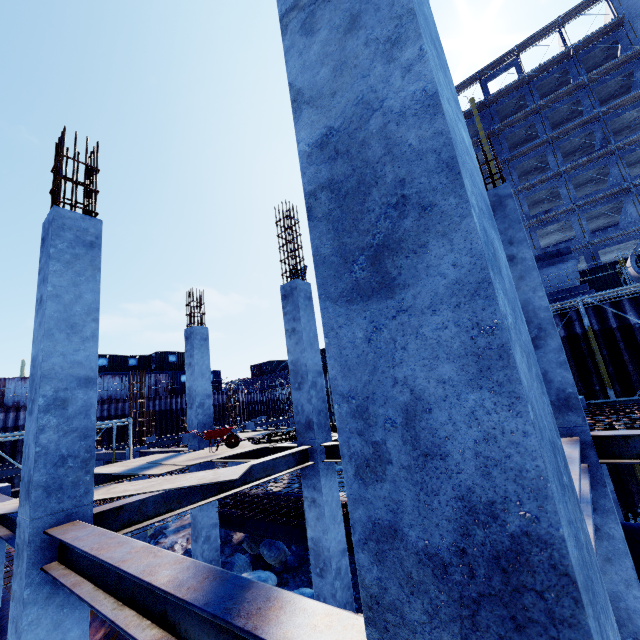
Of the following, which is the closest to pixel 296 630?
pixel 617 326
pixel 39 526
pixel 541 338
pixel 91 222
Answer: pixel 39 526

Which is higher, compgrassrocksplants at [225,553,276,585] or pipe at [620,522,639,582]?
pipe at [620,522,639,582]

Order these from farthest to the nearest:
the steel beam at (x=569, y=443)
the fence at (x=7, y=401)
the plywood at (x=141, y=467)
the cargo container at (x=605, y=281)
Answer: the cargo container at (x=605, y=281)
the fence at (x=7, y=401)
the plywood at (x=141, y=467)
the steel beam at (x=569, y=443)

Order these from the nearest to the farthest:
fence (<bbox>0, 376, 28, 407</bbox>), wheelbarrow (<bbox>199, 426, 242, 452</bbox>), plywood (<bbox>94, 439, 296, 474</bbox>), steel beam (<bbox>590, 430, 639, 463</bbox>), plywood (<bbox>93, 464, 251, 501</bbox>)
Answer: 1. steel beam (<bbox>590, 430, 639, 463</bbox>)
2. plywood (<bbox>93, 464, 251, 501</bbox>)
3. plywood (<bbox>94, 439, 296, 474</bbox>)
4. wheelbarrow (<bbox>199, 426, 242, 452</bbox>)
5. fence (<bbox>0, 376, 28, 407</bbox>)

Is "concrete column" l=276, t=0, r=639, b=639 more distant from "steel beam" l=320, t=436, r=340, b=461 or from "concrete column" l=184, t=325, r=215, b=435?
"concrete column" l=184, t=325, r=215, b=435

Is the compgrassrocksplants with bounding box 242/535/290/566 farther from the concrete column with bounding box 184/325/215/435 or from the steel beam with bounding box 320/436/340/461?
the steel beam with bounding box 320/436/340/461

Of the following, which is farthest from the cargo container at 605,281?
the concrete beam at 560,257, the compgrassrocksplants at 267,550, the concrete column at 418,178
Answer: the concrete column at 418,178

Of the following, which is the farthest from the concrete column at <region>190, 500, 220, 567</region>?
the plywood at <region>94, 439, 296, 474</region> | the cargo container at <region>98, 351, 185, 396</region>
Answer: the cargo container at <region>98, 351, 185, 396</region>
